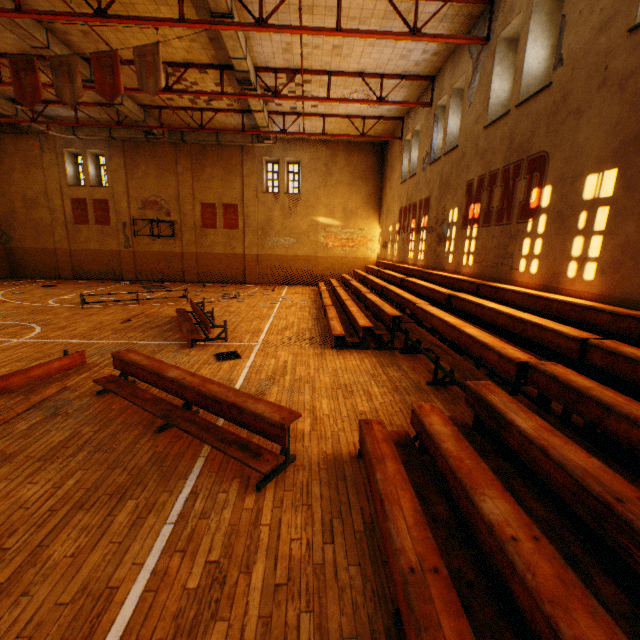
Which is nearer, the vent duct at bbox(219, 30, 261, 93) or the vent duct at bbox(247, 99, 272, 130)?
the vent duct at bbox(219, 30, 261, 93)

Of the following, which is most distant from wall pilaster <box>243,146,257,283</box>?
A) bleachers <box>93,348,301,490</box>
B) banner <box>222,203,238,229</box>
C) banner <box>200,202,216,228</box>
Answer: bleachers <box>93,348,301,490</box>

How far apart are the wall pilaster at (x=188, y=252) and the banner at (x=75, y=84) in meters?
11.8

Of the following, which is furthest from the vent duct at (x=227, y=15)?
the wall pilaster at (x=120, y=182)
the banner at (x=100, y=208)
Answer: the banner at (x=100, y=208)

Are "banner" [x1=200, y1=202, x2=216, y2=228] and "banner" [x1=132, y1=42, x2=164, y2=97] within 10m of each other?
no

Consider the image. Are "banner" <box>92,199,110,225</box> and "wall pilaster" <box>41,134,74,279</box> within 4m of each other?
yes

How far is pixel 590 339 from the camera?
4.1m

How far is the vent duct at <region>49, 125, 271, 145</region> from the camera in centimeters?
1797cm
